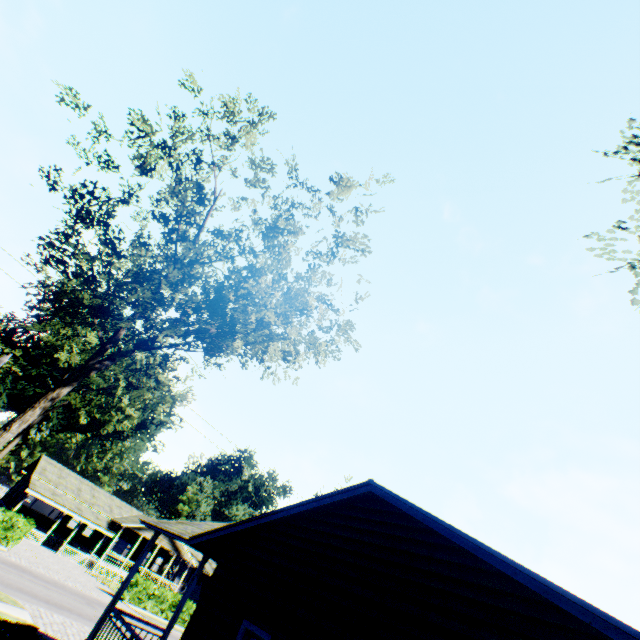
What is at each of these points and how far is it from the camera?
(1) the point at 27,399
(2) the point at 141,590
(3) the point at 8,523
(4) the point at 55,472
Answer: (1) plant, 58.03m
(2) hedge, 28.11m
(3) hedge, 23.64m
(4) flat, 38.75m

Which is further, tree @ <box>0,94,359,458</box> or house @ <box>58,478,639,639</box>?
tree @ <box>0,94,359,458</box>

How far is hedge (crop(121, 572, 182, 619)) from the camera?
27.7m

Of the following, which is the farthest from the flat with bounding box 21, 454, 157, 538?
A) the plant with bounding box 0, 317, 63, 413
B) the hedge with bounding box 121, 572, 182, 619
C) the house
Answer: the house

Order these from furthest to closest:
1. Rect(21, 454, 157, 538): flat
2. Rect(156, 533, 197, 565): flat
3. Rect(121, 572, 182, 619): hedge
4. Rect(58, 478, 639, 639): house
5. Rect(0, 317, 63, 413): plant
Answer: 1. Rect(0, 317, 63, 413): plant
2. Rect(156, 533, 197, 565): flat
3. Rect(21, 454, 157, 538): flat
4. Rect(121, 572, 182, 619): hedge
5. Rect(58, 478, 639, 639): house

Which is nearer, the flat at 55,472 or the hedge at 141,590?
the hedge at 141,590

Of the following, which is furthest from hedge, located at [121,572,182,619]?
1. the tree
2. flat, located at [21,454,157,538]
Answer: the tree

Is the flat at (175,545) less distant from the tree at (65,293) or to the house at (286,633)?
the house at (286,633)
